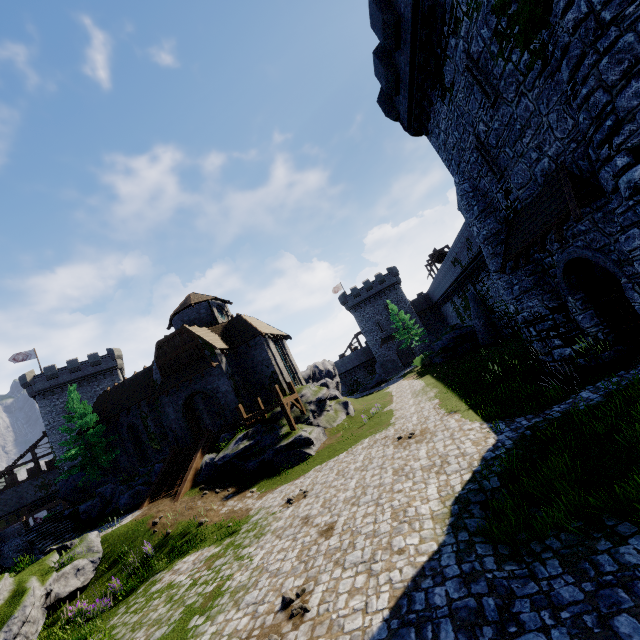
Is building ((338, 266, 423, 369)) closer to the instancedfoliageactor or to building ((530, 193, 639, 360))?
building ((530, 193, 639, 360))

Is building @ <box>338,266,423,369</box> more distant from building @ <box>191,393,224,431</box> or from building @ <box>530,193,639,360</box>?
building @ <box>530,193,639,360</box>

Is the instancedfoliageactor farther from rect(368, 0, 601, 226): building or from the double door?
the double door

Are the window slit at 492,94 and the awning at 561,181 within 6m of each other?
yes

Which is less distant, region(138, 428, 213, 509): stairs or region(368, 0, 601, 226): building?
region(368, 0, 601, 226): building

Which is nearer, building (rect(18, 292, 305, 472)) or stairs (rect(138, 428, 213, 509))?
stairs (rect(138, 428, 213, 509))

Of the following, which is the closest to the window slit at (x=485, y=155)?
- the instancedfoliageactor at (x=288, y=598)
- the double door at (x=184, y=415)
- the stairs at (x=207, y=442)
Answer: the instancedfoliageactor at (x=288, y=598)

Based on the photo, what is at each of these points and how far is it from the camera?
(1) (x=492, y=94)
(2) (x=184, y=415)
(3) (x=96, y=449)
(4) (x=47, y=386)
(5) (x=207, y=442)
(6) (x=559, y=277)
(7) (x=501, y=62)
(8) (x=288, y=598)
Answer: (1) window slit, 10.34m
(2) double door, 25.89m
(3) tree, 28.11m
(4) building, 43.31m
(5) stairs, 21.89m
(6) building, 12.09m
(7) building, 9.44m
(8) instancedfoliageactor, 6.62m
